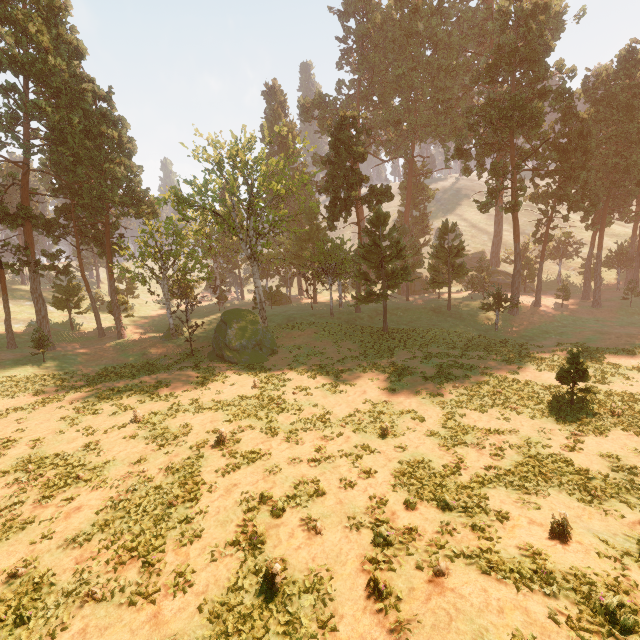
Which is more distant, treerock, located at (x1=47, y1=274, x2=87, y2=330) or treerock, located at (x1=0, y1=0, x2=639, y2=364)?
treerock, located at (x1=47, y1=274, x2=87, y2=330)

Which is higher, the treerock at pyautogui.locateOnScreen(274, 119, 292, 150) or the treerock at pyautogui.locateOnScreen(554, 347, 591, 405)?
the treerock at pyautogui.locateOnScreen(274, 119, 292, 150)

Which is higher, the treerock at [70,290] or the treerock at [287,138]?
the treerock at [287,138]

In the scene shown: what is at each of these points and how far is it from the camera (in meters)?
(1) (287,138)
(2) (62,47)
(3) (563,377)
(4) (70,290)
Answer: (1) treerock, 59.88
(2) treerock, 33.50
(3) treerock, 19.86
(4) treerock, 42.97

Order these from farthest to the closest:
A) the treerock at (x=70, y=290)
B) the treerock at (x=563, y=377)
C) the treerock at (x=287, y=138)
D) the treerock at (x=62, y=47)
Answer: the treerock at (x=70, y=290)
the treerock at (x=287, y=138)
the treerock at (x=62, y=47)
the treerock at (x=563, y=377)

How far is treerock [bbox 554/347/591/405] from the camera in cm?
1898
